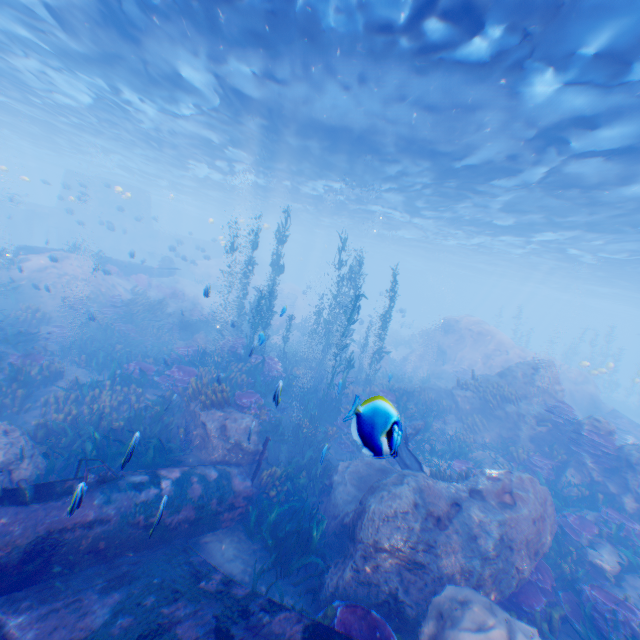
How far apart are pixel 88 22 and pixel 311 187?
16.69m

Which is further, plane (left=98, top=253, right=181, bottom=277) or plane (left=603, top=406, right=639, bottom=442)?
plane (left=98, top=253, right=181, bottom=277)

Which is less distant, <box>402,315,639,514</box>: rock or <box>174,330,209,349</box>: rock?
<box>402,315,639,514</box>: rock

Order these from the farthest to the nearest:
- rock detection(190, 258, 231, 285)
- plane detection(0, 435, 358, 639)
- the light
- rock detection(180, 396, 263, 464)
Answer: rock detection(190, 258, 231, 285)
rock detection(180, 396, 263, 464)
the light
plane detection(0, 435, 358, 639)

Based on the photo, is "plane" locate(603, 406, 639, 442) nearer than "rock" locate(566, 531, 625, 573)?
No

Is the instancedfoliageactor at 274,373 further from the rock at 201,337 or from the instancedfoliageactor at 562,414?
the instancedfoliageactor at 562,414

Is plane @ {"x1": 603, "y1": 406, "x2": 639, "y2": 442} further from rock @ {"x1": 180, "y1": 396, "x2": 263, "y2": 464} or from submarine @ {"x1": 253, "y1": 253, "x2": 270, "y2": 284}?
Result: submarine @ {"x1": 253, "y1": 253, "x2": 270, "y2": 284}

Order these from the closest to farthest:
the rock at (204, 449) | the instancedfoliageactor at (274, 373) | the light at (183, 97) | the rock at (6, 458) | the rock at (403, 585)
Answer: the rock at (403, 585) < the rock at (6, 458) < the instancedfoliageactor at (274, 373) < the light at (183, 97) < the rock at (204, 449)
